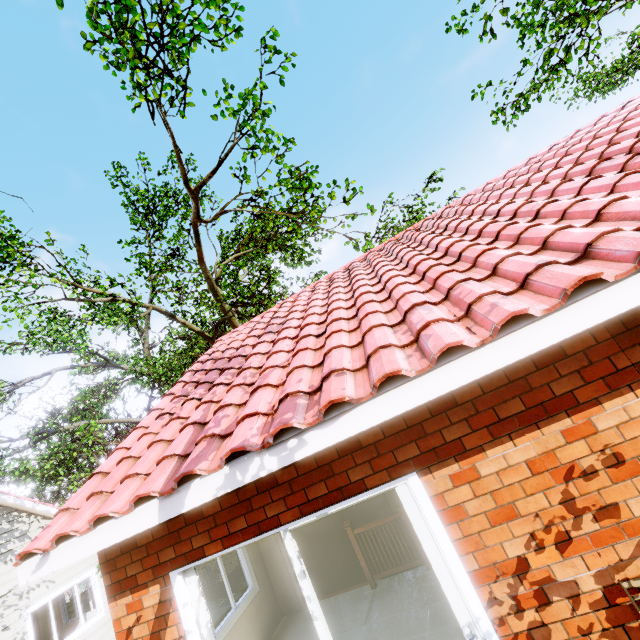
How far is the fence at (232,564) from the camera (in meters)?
18.36

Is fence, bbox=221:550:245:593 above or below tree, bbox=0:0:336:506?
below

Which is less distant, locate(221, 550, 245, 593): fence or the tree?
the tree

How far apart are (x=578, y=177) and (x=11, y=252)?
13.42m

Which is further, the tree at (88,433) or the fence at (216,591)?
the fence at (216,591)

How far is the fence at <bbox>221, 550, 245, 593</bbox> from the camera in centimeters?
1836cm
